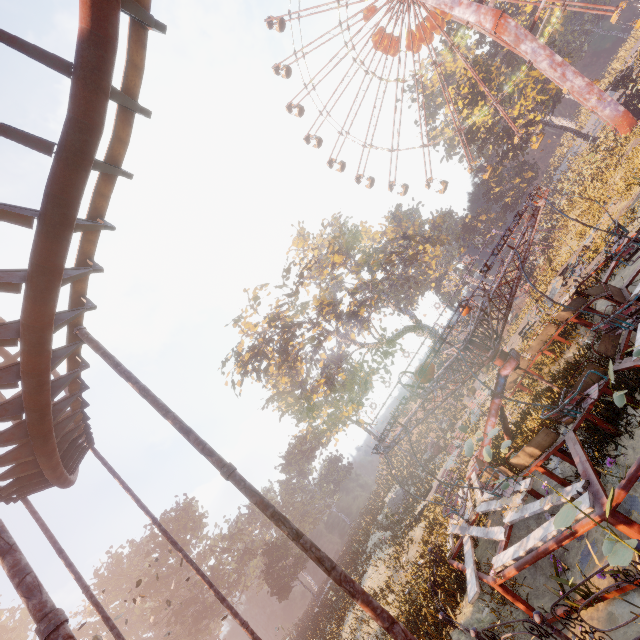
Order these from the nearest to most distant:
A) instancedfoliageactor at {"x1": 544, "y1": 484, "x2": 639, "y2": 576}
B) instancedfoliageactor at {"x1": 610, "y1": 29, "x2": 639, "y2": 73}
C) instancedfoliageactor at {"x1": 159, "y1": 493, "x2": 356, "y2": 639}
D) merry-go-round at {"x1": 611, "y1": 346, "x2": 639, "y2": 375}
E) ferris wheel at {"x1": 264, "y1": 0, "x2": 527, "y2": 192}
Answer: instancedfoliageactor at {"x1": 544, "y1": 484, "x2": 639, "y2": 576} < merry-go-round at {"x1": 611, "y1": 346, "x2": 639, "y2": 375} < instancedfoliageactor at {"x1": 159, "y1": 493, "x2": 356, "y2": 639} < instancedfoliageactor at {"x1": 610, "y1": 29, "x2": 639, "y2": 73} < ferris wheel at {"x1": 264, "y1": 0, "x2": 527, "y2": 192}

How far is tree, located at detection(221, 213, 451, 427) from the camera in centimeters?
3703cm

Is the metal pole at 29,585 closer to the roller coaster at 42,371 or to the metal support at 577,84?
the roller coaster at 42,371

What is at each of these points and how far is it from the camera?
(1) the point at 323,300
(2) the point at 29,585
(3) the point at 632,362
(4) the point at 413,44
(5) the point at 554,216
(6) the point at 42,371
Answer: (1) tree, 39.8 meters
(2) metal pole, 3.0 meters
(3) merry-go-round, 6.5 meters
(4) ferris wheel, 37.7 meters
(5) instancedfoliageactor, 44.0 meters
(6) roller coaster, 4.8 meters

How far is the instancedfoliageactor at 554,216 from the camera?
30.91m

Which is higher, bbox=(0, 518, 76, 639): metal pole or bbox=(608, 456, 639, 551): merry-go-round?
bbox=(0, 518, 76, 639): metal pole

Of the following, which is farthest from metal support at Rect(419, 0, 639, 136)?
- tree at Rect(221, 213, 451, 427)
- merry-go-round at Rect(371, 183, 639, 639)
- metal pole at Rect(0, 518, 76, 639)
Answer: metal pole at Rect(0, 518, 76, 639)
